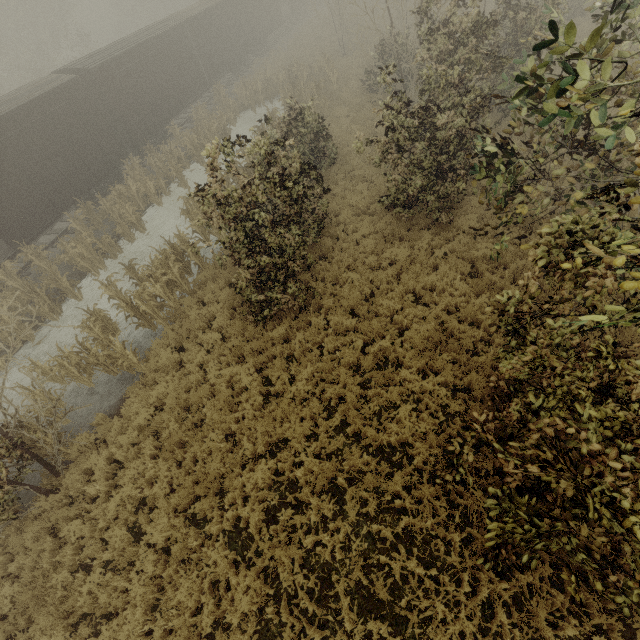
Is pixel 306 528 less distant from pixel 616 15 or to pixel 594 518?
pixel 594 518

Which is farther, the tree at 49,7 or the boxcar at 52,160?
the tree at 49,7

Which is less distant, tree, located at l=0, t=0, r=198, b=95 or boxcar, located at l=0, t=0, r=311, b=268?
boxcar, located at l=0, t=0, r=311, b=268
